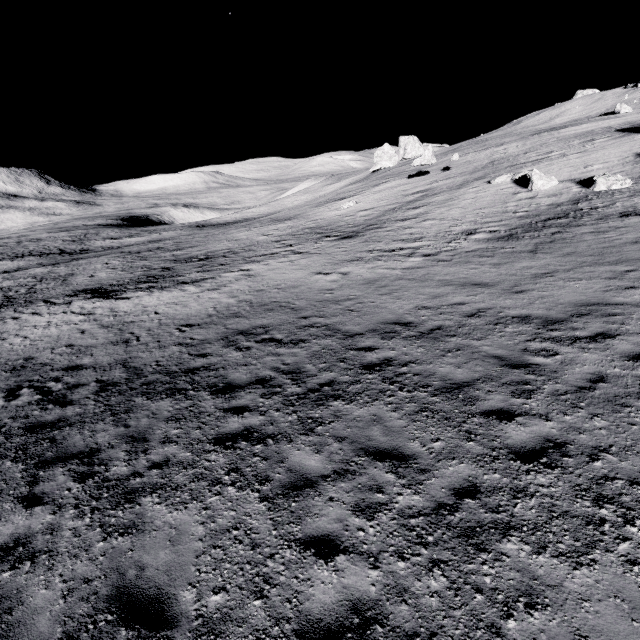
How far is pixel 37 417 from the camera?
9.12m

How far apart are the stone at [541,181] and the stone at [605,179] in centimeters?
286cm

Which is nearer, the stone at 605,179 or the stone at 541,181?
the stone at 605,179

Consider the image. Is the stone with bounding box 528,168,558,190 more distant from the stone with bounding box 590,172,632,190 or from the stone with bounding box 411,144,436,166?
the stone with bounding box 411,144,436,166

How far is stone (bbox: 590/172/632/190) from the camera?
18.5 meters

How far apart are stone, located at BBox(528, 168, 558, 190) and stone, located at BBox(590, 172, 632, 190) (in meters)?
2.86

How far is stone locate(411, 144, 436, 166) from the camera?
36.6 meters

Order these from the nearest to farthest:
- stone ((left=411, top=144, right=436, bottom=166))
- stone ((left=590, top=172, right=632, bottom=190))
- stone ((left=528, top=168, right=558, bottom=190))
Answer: stone ((left=590, top=172, right=632, bottom=190))
stone ((left=528, top=168, right=558, bottom=190))
stone ((left=411, top=144, right=436, bottom=166))
